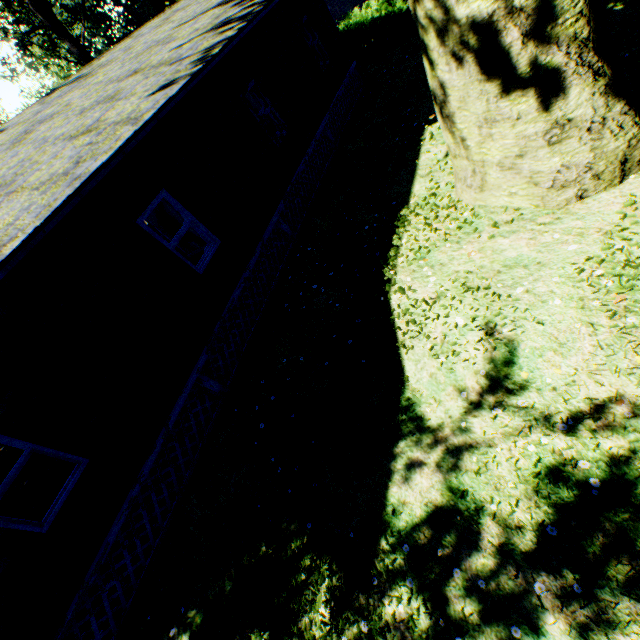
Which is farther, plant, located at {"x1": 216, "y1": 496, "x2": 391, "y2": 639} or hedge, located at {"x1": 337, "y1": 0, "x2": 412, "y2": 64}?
hedge, located at {"x1": 337, "y1": 0, "x2": 412, "y2": 64}

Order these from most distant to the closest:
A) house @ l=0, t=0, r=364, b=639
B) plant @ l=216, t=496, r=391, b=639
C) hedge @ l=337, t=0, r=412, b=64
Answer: hedge @ l=337, t=0, r=412, b=64 → house @ l=0, t=0, r=364, b=639 → plant @ l=216, t=496, r=391, b=639

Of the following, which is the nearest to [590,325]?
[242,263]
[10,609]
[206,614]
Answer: [206,614]

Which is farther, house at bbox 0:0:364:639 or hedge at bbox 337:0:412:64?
hedge at bbox 337:0:412:64

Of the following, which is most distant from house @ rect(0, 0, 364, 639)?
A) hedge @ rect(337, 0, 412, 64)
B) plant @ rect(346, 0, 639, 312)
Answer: hedge @ rect(337, 0, 412, 64)

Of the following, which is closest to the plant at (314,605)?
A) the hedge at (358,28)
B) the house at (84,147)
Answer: the hedge at (358,28)

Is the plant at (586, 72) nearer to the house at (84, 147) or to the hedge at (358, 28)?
the hedge at (358, 28)
